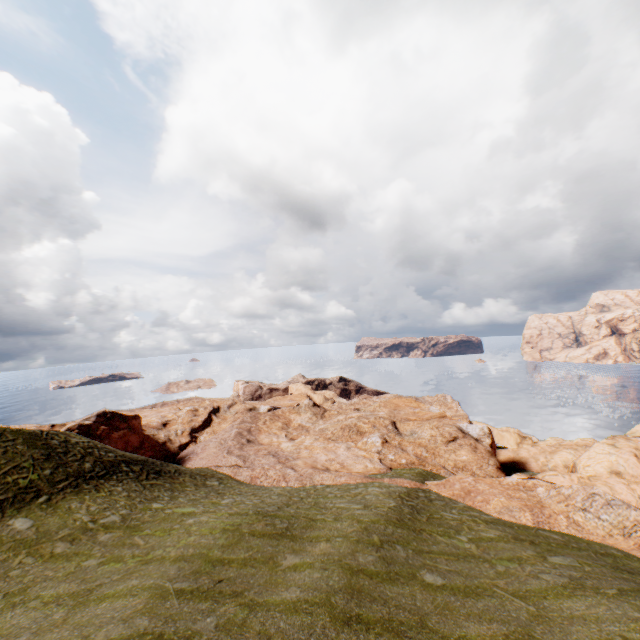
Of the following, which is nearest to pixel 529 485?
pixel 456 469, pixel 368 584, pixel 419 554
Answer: pixel 456 469
